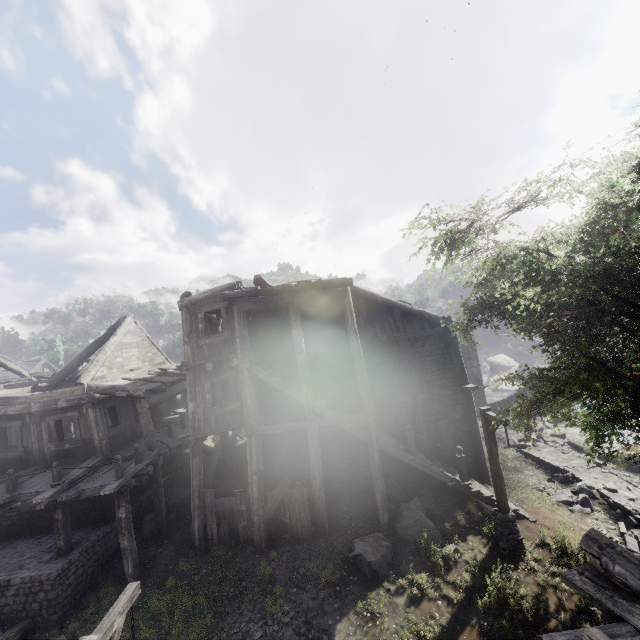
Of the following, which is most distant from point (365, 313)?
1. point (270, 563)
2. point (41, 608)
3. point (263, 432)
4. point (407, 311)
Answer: point (41, 608)

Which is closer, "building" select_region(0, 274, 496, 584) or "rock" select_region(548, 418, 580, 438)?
"building" select_region(0, 274, 496, 584)

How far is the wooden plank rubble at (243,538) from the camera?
12.1m

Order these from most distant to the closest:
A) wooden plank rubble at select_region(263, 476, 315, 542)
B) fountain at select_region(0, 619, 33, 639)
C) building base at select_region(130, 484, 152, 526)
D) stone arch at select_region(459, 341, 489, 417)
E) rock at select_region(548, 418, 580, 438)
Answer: →
stone arch at select_region(459, 341, 489, 417)
rock at select_region(548, 418, 580, 438)
building base at select_region(130, 484, 152, 526)
wooden plank rubble at select_region(263, 476, 315, 542)
fountain at select_region(0, 619, 33, 639)

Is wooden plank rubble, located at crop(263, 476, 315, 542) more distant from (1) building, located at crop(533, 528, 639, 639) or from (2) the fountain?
(2) the fountain

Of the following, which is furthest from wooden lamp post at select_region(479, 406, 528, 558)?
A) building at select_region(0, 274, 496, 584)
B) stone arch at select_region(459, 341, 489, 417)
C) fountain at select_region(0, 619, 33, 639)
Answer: fountain at select_region(0, 619, 33, 639)

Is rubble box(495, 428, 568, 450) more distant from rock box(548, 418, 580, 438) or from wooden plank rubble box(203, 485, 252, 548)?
wooden plank rubble box(203, 485, 252, 548)

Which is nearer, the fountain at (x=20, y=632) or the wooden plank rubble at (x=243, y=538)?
the fountain at (x=20, y=632)
